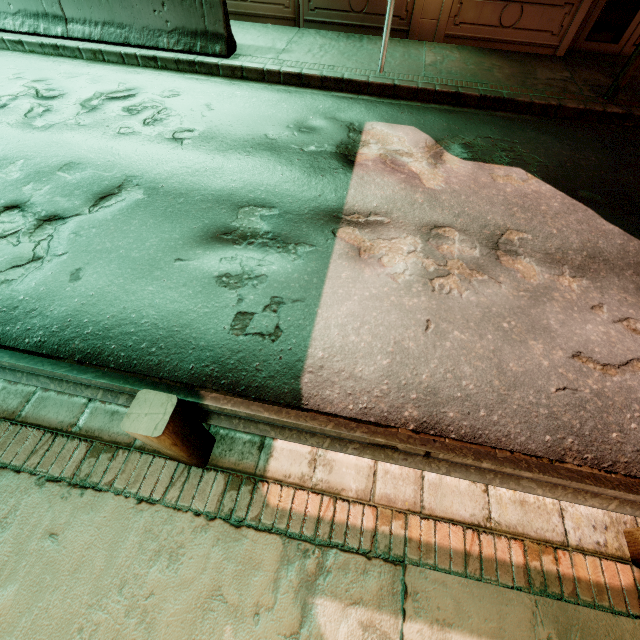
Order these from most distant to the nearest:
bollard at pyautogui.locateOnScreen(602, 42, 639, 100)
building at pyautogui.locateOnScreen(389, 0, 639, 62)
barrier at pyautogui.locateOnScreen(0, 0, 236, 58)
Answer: building at pyautogui.locateOnScreen(389, 0, 639, 62) < barrier at pyautogui.locateOnScreen(0, 0, 236, 58) < bollard at pyautogui.locateOnScreen(602, 42, 639, 100)

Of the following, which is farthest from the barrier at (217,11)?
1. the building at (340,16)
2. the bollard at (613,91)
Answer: the bollard at (613,91)

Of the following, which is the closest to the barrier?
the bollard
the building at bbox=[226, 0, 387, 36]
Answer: the building at bbox=[226, 0, 387, 36]

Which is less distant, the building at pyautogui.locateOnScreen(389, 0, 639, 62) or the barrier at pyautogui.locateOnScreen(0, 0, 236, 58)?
the barrier at pyautogui.locateOnScreen(0, 0, 236, 58)

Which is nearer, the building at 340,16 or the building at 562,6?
the building at 562,6

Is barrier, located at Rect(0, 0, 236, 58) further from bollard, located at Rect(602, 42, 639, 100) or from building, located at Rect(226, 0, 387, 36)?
bollard, located at Rect(602, 42, 639, 100)

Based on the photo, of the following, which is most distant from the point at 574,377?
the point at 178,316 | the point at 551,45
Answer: the point at 551,45
